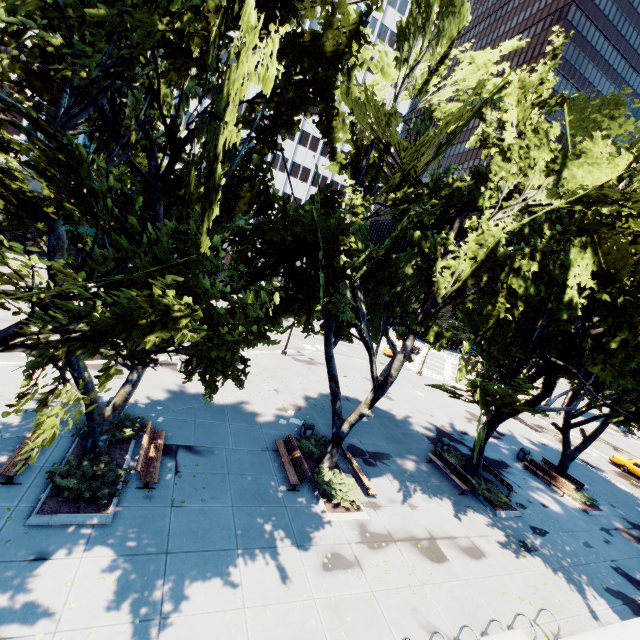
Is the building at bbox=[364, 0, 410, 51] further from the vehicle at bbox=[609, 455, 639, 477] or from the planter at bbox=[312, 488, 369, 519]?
the vehicle at bbox=[609, 455, 639, 477]

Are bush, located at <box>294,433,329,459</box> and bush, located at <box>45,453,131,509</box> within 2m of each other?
no

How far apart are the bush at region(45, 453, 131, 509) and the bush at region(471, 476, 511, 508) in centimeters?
1636cm

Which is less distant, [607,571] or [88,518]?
[88,518]

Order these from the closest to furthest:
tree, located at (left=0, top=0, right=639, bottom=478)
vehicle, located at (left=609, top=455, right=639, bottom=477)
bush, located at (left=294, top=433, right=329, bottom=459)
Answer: tree, located at (left=0, top=0, right=639, bottom=478) → bush, located at (left=294, top=433, right=329, bottom=459) → vehicle, located at (left=609, top=455, right=639, bottom=477)

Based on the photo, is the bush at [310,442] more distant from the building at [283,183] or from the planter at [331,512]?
the building at [283,183]

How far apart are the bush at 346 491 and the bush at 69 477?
7.2 meters

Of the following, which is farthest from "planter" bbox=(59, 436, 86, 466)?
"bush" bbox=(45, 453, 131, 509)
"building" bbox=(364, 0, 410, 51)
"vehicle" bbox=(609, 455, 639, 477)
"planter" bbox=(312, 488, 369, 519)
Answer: "vehicle" bbox=(609, 455, 639, 477)
